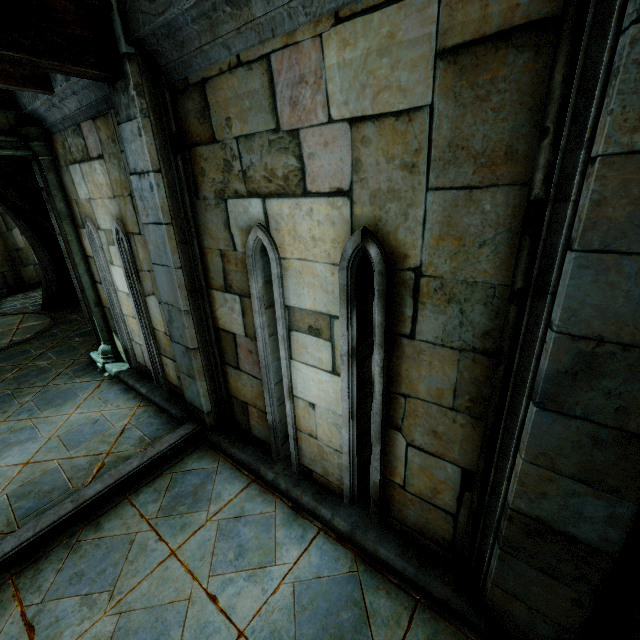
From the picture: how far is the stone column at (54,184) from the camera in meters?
4.6

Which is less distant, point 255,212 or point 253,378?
point 255,212

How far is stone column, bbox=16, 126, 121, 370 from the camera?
4.6 meters
